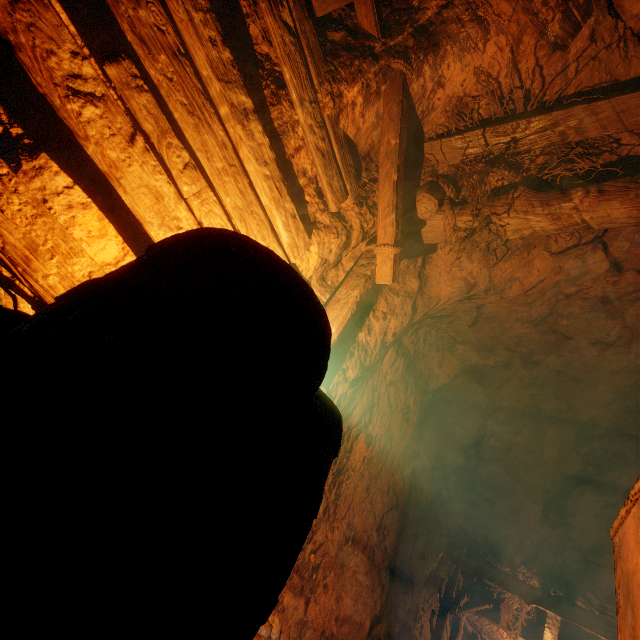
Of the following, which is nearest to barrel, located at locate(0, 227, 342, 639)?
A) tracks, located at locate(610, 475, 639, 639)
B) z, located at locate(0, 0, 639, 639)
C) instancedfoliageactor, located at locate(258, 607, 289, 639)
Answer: z, located at locate(0, 0, 639, 639)

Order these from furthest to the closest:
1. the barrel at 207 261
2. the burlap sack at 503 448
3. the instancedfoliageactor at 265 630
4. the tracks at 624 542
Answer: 1. the burlap sack at 503 448
2. the instancedfoliageactor at 265 630
3. the tracks at 624 542
4. the barrel at 207 261

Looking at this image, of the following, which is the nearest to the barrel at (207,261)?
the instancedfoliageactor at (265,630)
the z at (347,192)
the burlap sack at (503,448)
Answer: the z at (347,192)

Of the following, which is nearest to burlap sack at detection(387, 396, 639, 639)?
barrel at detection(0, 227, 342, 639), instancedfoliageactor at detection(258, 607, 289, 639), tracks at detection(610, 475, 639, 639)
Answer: tracks at detection(610, 475, 639, 639)

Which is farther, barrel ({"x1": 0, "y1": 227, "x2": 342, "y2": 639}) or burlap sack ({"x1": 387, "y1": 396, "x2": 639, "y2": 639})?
burlap sack ({"x1": 387, "y1": 396, "x2": 639, "y2": 639})

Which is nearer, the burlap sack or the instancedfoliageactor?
the instancedfoliageactor

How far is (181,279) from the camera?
0.7 meters

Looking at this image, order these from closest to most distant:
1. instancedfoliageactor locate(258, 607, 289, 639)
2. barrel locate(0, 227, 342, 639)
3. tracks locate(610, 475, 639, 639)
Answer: barrel locate(0, 227, 342, 639) → tracks locate(610, 475, 639, 639) → instancedfoliageactor locate(258, 607, 289, 639)
